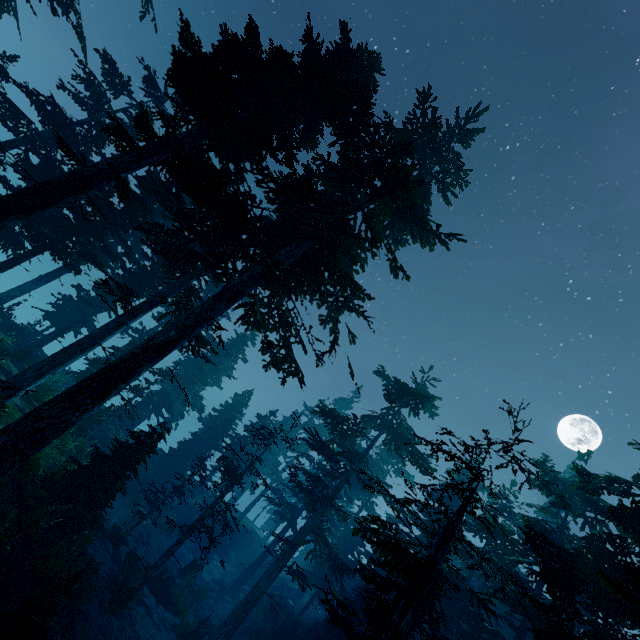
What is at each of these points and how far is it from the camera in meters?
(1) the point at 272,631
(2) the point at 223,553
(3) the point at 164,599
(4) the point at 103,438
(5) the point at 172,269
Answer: (1) rock, 23.1 m
(2) rock, 32.3 m
(3) rock, 18.5 m
(4) rock, 24.4 m
(5) instancedfoliageactor, 23.2 m

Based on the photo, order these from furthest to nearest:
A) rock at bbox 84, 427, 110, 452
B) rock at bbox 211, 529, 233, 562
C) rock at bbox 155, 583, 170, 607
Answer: rock at bbox 211, 529, 233, 562
rock at bbox 84, 427, 110, 452
rock at bbox 155, 583, 170, 607

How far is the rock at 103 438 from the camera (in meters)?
20.26

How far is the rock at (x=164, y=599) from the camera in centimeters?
1831cm

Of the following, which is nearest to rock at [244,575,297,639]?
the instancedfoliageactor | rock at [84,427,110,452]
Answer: the instancedfoliageactor

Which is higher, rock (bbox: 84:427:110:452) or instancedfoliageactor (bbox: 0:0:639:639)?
instancedfoliageactor (bbox: 0:0:639:639)

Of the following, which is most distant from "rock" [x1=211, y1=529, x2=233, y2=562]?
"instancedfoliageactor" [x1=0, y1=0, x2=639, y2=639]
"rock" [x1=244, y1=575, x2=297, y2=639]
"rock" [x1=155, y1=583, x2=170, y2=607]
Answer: "rock" [x1=155, y1=583, x2=170, y2=607]

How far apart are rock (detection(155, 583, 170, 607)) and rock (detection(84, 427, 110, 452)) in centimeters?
818cm
